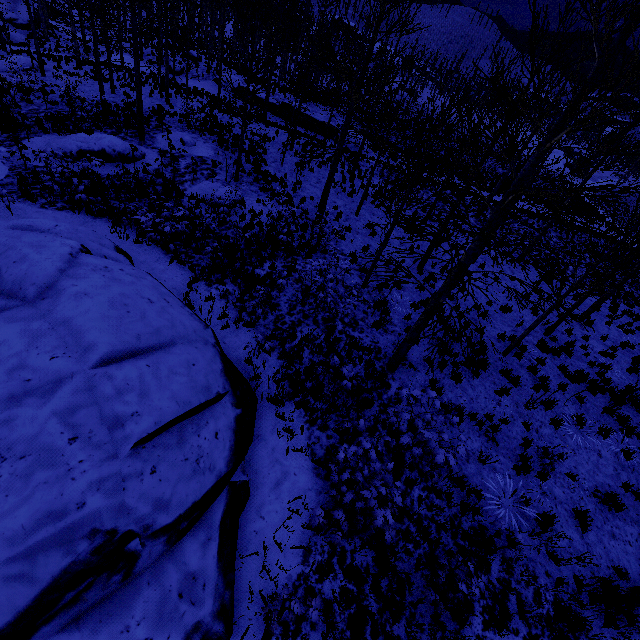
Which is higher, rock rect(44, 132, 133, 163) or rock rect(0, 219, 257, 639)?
rock rect(0, 219, 257, 639)

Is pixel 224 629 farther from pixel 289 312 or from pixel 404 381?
pixel 289 312

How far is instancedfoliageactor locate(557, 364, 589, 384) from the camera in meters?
10.9

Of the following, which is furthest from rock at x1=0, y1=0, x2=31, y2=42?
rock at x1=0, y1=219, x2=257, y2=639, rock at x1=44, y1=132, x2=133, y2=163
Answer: rock at x1=0, y1=219, x2=257, y2=639

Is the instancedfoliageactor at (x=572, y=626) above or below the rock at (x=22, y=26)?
above

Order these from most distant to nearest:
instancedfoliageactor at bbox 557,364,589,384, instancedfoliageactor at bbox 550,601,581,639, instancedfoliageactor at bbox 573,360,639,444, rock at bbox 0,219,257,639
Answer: instancedfoliageactor at bbox 557,364,589,384
instancedfoliageactor at bbox 573,360,639,444
instancedfoliageactor at bbox 550,601,581,639
rock at bbox 0,219,257,639

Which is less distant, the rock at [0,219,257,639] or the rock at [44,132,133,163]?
the rock at [0,219,257,639]

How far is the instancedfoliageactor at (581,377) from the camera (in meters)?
10.93
